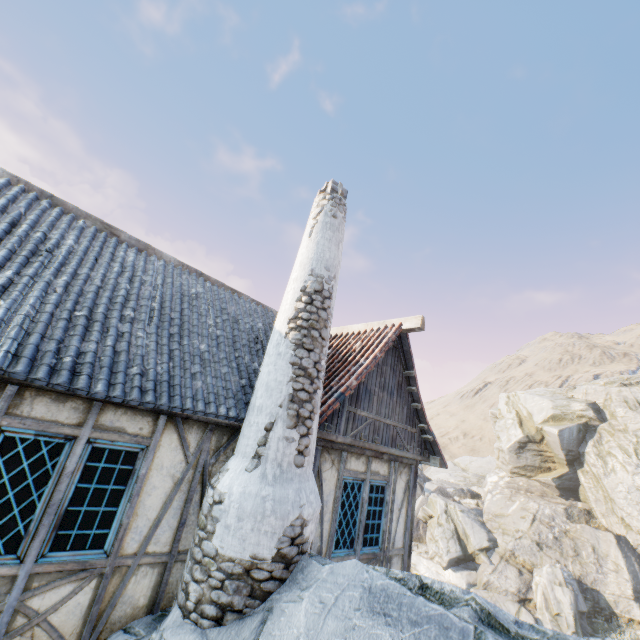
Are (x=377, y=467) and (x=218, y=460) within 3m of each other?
no

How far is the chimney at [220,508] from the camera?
3.9m

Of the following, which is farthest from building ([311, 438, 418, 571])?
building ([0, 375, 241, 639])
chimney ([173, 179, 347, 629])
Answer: building ([0, 375, 241, 639])

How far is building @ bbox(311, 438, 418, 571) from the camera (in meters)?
5.85

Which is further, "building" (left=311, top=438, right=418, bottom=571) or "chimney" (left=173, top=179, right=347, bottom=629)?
"building" (left=311, top=438, right=418, bottom=571)

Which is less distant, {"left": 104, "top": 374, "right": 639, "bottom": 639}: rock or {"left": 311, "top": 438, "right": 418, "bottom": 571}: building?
{"left": 104, "top": 374, "right": 639, "bottom": 639}: rock

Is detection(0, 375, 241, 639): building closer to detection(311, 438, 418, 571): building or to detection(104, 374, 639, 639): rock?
detection(104, 374, 639, 639): rock

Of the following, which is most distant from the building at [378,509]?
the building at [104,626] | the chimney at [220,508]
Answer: the building at [104,626]
